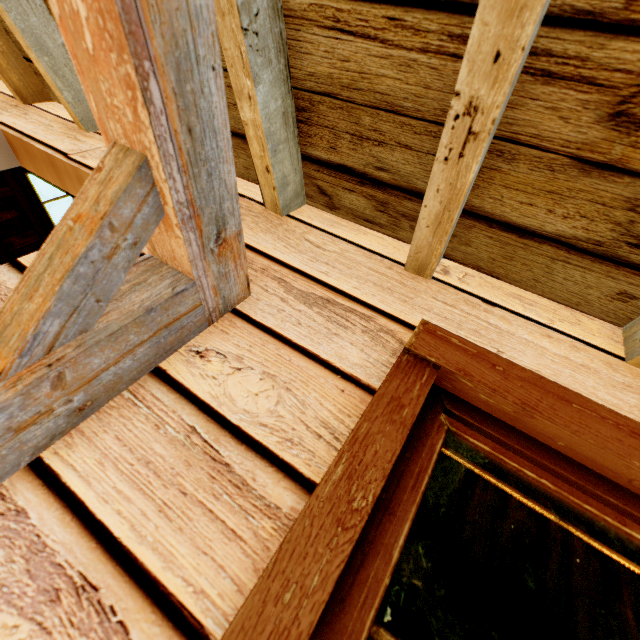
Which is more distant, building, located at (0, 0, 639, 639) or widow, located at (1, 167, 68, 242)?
widow, located at (1, 167, 68, 242)

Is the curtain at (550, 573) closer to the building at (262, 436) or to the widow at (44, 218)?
the building at (262, 436)

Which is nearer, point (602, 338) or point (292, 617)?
point (292, 617)

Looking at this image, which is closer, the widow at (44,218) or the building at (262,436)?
the building at (262,436)

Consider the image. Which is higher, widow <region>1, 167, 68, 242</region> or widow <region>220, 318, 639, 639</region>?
widow <region>1, 167, 68, 242</region>

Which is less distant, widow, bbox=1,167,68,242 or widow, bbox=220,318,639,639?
widow, bbox=220,318,639,639

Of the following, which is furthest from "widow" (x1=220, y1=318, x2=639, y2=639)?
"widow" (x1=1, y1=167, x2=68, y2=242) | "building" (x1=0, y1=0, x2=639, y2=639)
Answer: "widow" (x1=1, y1=167, x2=68, y2=242)

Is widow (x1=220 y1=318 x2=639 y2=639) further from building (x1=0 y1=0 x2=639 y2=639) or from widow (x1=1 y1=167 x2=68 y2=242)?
widow (x1=1 y1=167 x2=68 y2=242)
